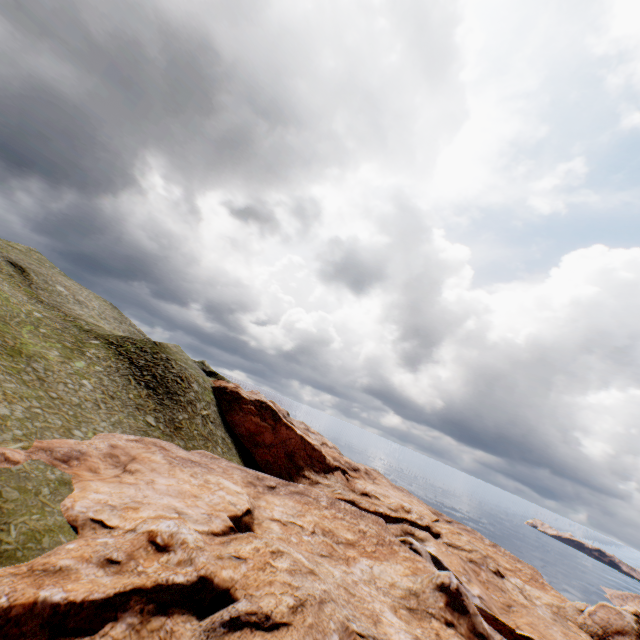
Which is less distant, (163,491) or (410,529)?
(163,491)
